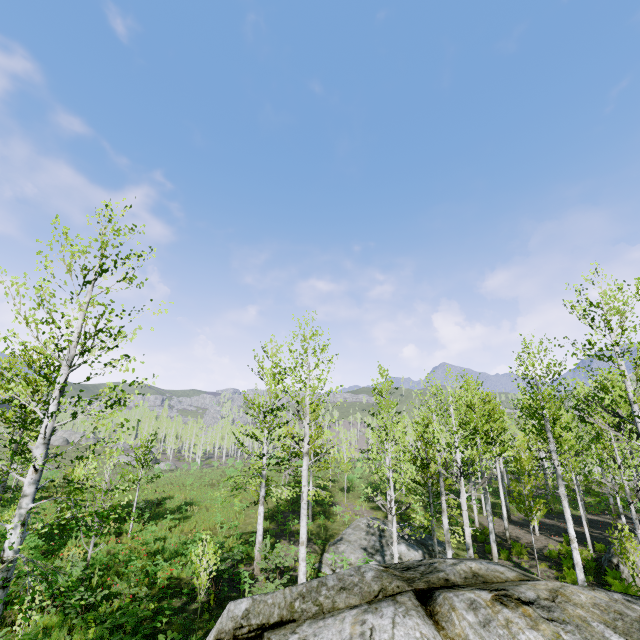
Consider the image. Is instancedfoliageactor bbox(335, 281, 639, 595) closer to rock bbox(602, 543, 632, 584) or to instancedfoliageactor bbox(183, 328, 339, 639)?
rock bbox(602, 543, 632, 584)

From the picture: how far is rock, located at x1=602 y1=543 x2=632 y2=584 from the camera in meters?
12.9

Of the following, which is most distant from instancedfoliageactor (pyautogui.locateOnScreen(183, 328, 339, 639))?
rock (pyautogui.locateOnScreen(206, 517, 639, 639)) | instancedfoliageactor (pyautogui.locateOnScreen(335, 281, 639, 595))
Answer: instancedfoliageactor (pyautogui.locateOnScreen(335, 281, 639, 595))

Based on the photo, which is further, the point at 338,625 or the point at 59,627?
the point at 59,627

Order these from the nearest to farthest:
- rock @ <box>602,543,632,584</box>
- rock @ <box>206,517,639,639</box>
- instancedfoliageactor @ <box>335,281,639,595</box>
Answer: rock @ <box>206,517,639,639</box> → instancedfoliageactor @ <box>335,281,639,595</box> → rock @ <box>602,543,632,584</box>

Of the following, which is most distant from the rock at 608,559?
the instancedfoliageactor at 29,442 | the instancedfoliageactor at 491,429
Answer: the instancedfoliageactor at 29,442

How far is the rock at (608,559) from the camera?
12.9 meters

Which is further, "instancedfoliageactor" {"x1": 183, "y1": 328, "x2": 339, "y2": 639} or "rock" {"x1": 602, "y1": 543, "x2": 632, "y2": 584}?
"rock" {"x1": 602, "y1": 543, "x2": 632, "y2": 584}
